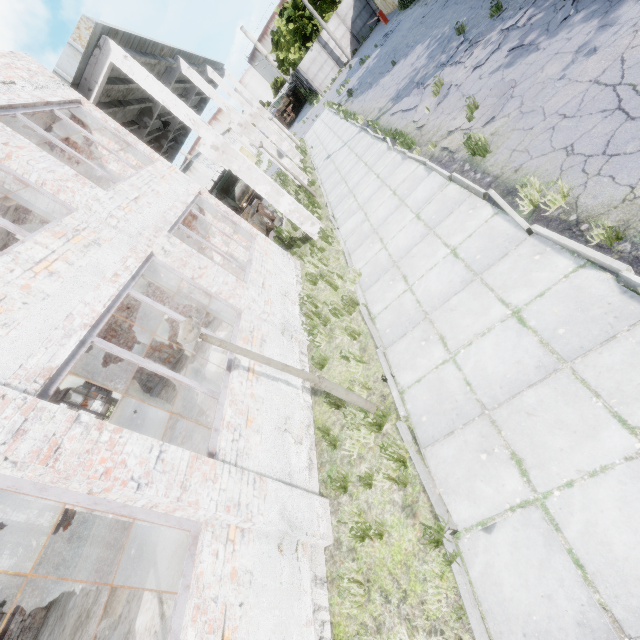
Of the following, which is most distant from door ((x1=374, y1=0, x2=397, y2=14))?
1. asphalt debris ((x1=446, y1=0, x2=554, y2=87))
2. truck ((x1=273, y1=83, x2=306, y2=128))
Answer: asphalt debris ((x1=446, y1=0, x2=554, y2=87))

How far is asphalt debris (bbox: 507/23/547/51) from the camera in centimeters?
761cm

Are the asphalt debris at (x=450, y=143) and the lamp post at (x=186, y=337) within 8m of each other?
yes

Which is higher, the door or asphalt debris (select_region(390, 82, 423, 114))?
the door

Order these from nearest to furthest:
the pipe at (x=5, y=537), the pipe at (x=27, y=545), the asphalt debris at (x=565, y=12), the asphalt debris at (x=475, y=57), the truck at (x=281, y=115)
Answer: the asphalt debris at (x=565, y=12) → the asphalt debris at (x=475, y=57) → the pipe at (x=27, y=545) → the pipe at (x=5, y=537) → the truck at (x=281, y=115)

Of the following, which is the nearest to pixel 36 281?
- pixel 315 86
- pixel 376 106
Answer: pixel 376 106

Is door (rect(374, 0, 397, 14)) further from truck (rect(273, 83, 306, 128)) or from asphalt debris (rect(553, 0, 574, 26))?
asphalt debris (rect(553, 0, 574, 26))

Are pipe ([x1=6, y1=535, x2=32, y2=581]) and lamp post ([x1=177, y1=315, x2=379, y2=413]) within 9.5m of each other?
no
